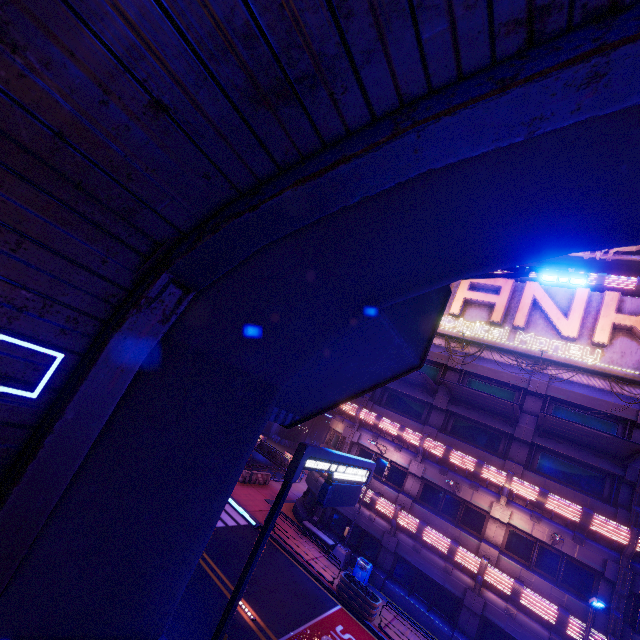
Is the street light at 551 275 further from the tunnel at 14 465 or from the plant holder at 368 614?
the plant holder at 368 614

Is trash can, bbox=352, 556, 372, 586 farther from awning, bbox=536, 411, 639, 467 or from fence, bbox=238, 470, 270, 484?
awning, bbox=536, 411, 639, 467

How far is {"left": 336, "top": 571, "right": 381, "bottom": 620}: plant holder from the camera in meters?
15.8 m

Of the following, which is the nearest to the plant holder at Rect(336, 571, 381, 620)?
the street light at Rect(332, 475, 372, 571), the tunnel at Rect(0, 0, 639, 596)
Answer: the street light at Rect(332, 475, 372, 571)

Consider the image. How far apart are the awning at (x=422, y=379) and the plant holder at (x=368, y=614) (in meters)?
11.49

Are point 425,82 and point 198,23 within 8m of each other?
yes

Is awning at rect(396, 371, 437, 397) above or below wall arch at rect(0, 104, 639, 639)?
above

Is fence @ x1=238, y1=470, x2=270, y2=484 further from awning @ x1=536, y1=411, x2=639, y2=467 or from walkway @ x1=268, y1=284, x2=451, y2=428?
awning @ x1=536, y1=411, x2=639, y2=467
